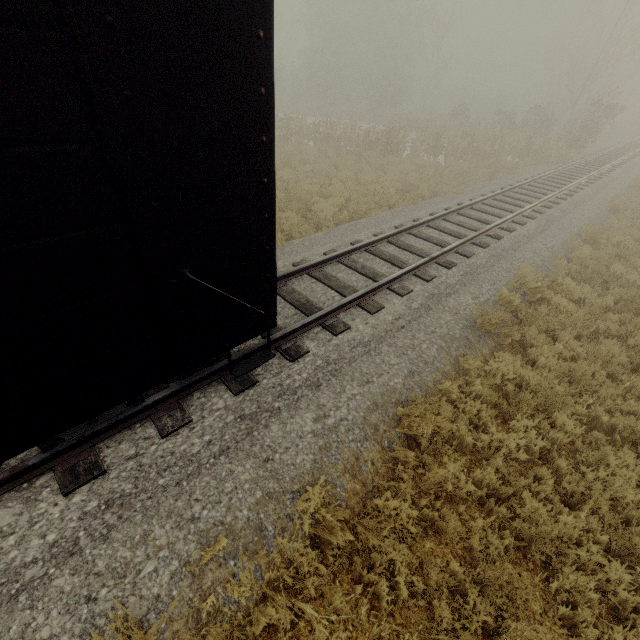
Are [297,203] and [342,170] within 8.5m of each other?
yes

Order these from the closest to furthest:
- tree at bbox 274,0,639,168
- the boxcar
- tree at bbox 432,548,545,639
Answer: the boxcar → tree at bbox 432,548,545,639 → tree at bbox 274,0,639,168

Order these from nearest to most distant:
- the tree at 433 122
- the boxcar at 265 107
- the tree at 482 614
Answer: the boxcar at 265 107, the tree at 482 614, the tree at 433 122

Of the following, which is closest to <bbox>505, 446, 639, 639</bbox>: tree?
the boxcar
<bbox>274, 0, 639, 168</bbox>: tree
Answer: the boxcar

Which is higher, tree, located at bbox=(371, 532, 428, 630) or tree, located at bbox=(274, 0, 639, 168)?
tree, located at bbox=(274, 0, 639, 168)

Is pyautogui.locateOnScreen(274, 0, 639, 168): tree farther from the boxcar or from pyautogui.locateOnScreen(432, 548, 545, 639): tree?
the boxcar

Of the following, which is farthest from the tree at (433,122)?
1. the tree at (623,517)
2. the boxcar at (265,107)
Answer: the boxcar at (265,107)
